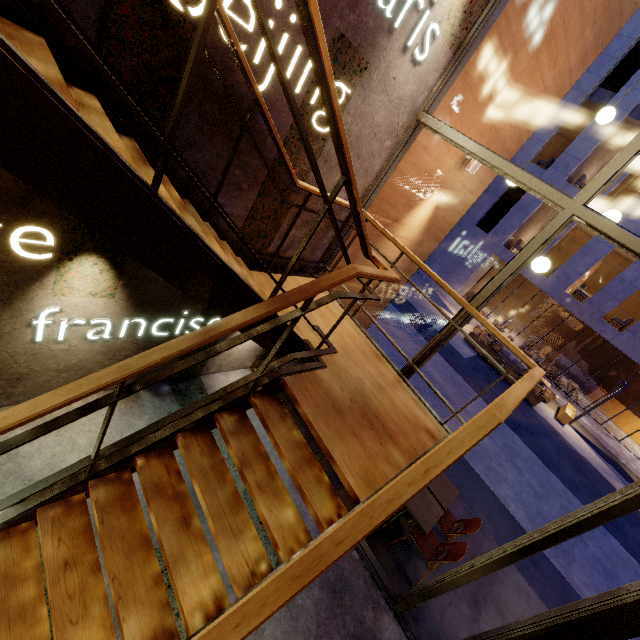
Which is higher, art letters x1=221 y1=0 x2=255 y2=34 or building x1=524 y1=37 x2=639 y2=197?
building x1=524 y1=37 x2=639 y2=197

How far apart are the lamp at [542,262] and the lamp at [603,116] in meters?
1.3

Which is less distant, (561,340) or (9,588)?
(9,588)

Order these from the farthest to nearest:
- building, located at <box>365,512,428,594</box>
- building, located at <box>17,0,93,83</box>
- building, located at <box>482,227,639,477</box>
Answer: building, located at <box>482,227,639,477</box> < building, located at <box>365,512,428,594</box> < building, located at <box>17,0,93,83</box>

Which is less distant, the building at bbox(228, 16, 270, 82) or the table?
the building at bbox(228, 16, 270, 82)

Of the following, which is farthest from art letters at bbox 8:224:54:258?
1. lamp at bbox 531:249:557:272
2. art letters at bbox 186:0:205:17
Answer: lamp at bbox 531:249:557:272

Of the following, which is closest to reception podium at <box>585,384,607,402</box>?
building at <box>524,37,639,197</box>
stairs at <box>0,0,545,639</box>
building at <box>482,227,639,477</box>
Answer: building at <box>482,227,639,477</box>

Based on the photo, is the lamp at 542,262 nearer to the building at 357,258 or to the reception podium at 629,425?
the building at 357,258
